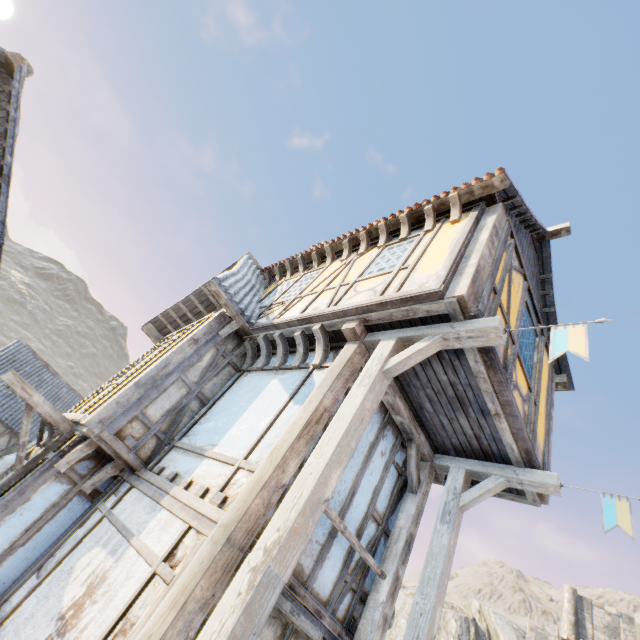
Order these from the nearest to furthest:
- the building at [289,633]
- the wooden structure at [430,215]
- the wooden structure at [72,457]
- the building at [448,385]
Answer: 1. the building at [289,633]
2. the building at [448,385]
3. the wooden structure at [72,457]
4. the wooden structure at [430,215]

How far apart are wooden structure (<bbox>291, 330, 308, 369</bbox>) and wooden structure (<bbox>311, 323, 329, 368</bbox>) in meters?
0.3 m

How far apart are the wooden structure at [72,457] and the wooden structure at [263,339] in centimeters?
268cm

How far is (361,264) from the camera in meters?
6.4

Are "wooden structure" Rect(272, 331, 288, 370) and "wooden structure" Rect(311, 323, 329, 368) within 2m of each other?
yes

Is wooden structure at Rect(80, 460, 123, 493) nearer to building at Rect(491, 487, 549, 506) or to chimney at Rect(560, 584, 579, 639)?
building at Rect(491, 487, 549, 506)

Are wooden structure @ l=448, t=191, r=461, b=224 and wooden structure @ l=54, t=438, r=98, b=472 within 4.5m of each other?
no

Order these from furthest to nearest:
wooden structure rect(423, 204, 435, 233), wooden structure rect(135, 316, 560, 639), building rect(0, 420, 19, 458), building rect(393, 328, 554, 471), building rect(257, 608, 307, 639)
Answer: building rect(0, 420, 19, 458)
wooden structure rect(423, 204, 435, 233)
building rect(393, 328, 554, 471)
building rect(257, 608, 307, 639)
wooden structure rect(135, 316, 560, 639)
